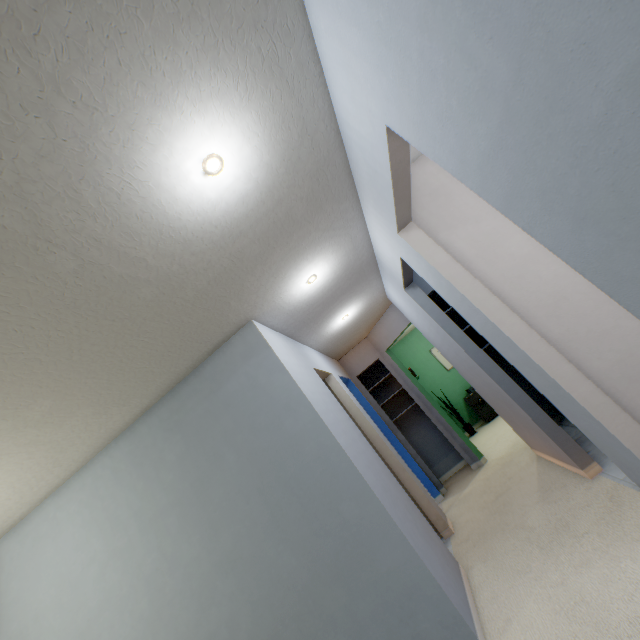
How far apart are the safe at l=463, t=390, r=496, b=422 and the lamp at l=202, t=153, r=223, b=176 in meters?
6.8 m

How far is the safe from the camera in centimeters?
654cm

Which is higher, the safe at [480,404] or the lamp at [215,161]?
the lamp at [215,161]

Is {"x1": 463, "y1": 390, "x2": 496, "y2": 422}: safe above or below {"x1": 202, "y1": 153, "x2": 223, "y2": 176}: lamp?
below

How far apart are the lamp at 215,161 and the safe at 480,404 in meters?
6.8

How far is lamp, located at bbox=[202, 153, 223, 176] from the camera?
1.4 meters

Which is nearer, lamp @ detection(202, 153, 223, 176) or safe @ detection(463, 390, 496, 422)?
lamp @ detection(202, 153, 223, 176)

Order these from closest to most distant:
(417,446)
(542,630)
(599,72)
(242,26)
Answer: (599,72) < (242,26) < (542,630) < (417,446)
